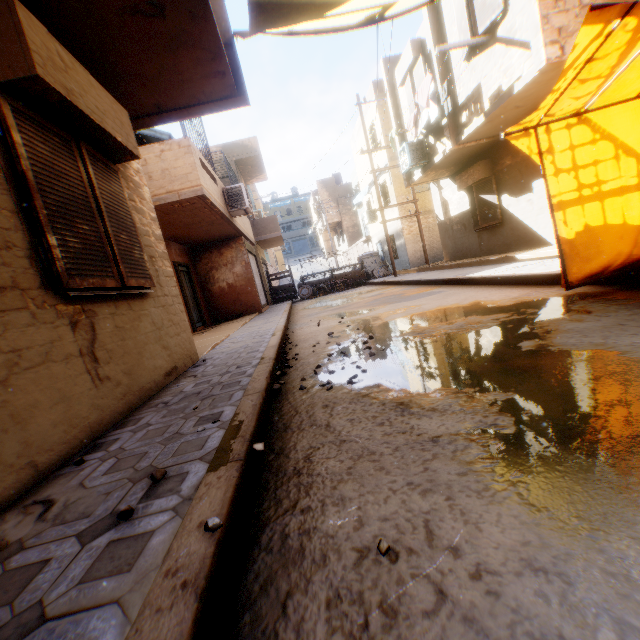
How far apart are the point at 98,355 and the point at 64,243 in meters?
1.0

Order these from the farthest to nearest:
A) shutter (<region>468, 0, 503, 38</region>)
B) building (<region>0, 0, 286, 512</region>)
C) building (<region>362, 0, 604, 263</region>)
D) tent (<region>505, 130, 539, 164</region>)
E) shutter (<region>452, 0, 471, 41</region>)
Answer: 1. shutter (<region>452, 0, 471, 41</region>)
2. shutter (<region>468, 0, 503, 38</region>)
3. building (<region>362, 0, 604, 263</region>)
4. tent (<region>505, 130, 539, 164</region>)
5. building (<region>0, 0, 286, 512</region>)

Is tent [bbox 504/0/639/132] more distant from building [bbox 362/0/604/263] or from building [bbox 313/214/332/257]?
building [bbox 313/214/332/257]

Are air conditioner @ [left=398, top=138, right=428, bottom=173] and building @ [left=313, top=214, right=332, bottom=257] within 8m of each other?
no

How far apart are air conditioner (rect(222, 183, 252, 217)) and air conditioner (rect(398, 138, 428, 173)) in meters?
4.9 m

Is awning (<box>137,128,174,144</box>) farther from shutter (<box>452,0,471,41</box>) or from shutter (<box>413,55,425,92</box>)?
shutter (<box>413,55,425,92</box>)

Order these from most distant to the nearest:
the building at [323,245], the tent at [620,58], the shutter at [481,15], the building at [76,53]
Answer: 1. the building at [323,245]
2. the shutter at [481,15]
3. the tent at [620,58]
4. the building at [76,53]

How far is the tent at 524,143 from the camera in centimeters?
396cm
